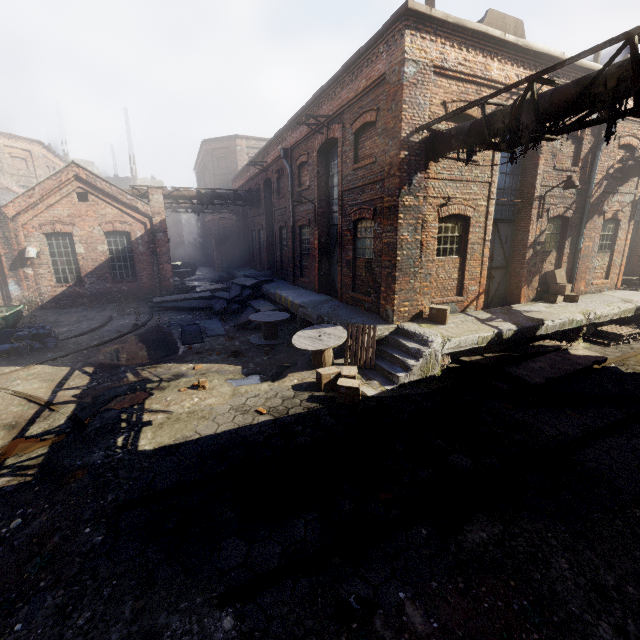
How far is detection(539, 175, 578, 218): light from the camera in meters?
9.9

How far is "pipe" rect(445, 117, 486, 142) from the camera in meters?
7.0

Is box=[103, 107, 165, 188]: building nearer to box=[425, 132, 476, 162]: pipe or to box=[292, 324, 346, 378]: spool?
box=[292, 324, 346, 378]: spool

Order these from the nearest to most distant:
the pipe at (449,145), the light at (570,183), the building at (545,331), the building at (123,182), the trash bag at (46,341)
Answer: the pipe at (449,145) → the building at (545,331) → the light at (570,183) → the trash bag at (46,341) → the building at (123,182)

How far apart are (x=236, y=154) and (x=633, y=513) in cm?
3800

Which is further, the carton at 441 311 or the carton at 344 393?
the carton at 441 311

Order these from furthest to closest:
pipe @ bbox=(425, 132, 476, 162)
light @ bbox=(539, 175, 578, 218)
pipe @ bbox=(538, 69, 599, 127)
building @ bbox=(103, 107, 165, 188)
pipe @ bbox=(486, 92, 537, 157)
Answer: building @ bbox=(103, 107, 165, 188), light @ bbox=(539, 175, 578, 218), pipe @ bbox=(425, 132, 476, 162), pipe @ bbox=(486, 92, 537, 157), pipe @ bbox=(538, 69, 599, 127)

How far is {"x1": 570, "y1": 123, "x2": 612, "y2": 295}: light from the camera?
11.3 meters
